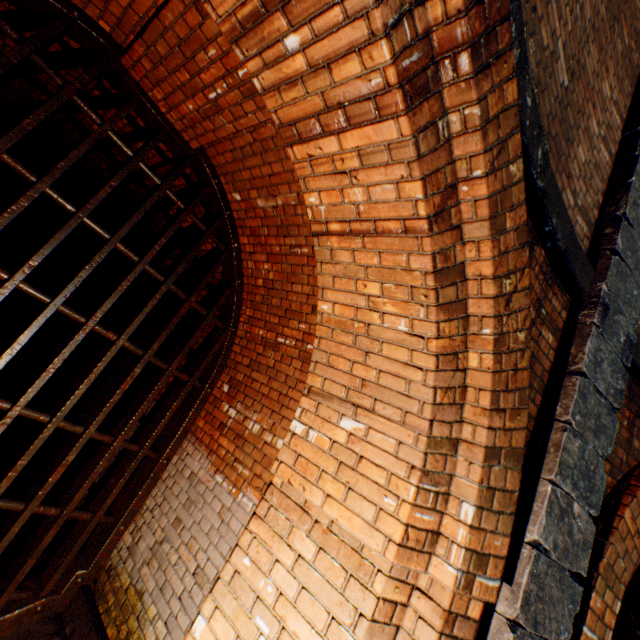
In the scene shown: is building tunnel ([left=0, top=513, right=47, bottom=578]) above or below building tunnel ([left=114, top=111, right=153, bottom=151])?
below

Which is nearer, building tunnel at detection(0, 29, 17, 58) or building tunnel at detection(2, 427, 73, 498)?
building tunnel at detection(0, 29, 17, 58)

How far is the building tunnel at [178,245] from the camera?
4.4m

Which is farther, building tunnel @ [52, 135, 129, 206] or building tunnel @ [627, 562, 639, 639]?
building tunnel @ [627, 562, 639, 639]

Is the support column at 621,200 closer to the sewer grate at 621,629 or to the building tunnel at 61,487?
the building tunnel at 61,487

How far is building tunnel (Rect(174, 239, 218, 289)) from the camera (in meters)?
4.24

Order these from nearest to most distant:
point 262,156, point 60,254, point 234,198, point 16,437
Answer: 1. point 262,156
2. point 234,198
3. point 16,437
4. point 60,254
